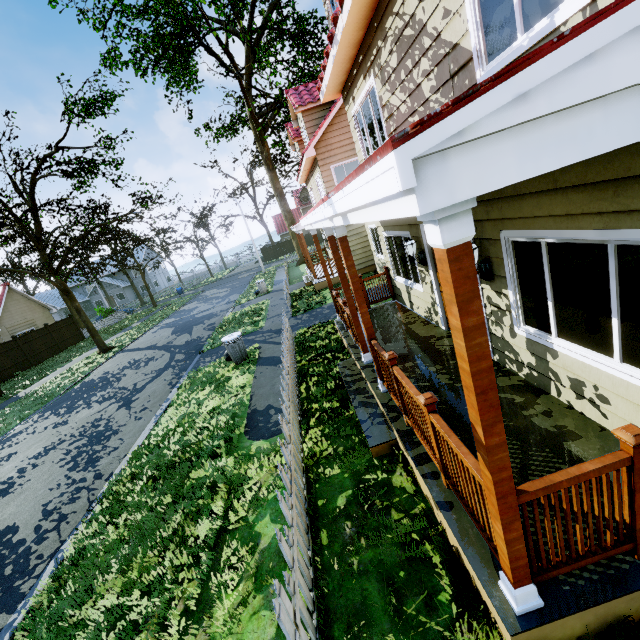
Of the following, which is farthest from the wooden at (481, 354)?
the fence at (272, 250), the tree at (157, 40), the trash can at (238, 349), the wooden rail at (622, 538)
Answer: the trash can at (238, 349)

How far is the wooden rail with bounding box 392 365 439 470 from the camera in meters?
3.4 m

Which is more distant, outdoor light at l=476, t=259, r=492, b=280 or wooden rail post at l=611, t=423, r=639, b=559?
outdoor light at l=476, t=259, r=492, b=280

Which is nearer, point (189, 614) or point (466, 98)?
point (466, 98)

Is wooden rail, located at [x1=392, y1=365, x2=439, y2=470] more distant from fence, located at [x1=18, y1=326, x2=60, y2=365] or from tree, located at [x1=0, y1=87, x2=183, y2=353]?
tree, located at [x1=0, y1=87, x2=183, y2=353]

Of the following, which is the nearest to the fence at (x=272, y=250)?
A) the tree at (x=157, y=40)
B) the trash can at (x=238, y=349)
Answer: the tree at (x=157, y=40)

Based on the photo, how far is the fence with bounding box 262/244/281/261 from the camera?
51.28m
